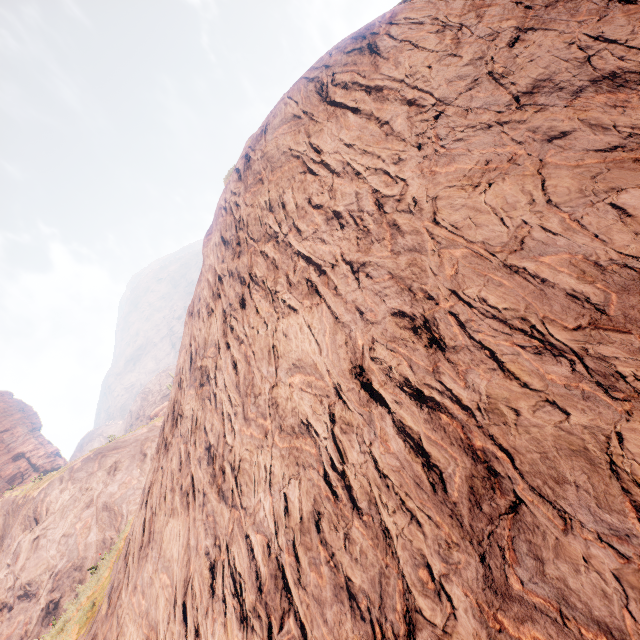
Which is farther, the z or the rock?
the rock

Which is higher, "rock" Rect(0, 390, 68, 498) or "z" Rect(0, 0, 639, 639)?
"rock" Rect(0, 390, 68, 498)

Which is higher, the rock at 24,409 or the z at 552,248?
the rock at 24,409

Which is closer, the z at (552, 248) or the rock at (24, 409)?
the z at (552, 248)

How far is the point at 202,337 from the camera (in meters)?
7.78
